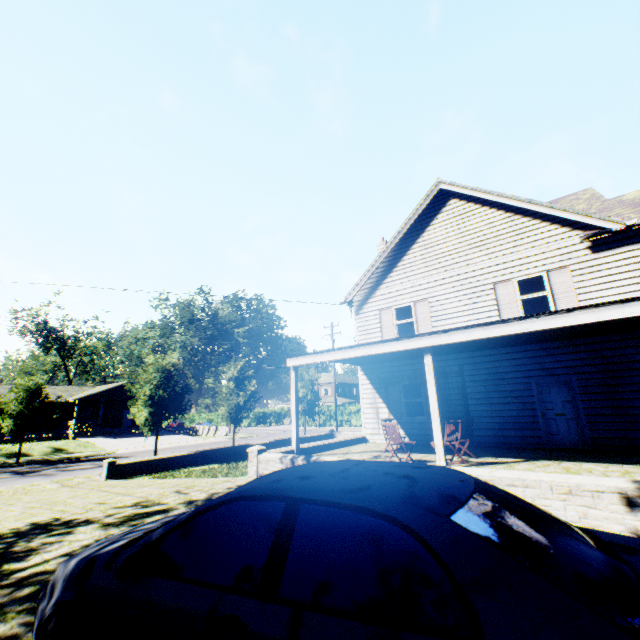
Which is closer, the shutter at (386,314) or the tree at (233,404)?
the shutter at (386,314)

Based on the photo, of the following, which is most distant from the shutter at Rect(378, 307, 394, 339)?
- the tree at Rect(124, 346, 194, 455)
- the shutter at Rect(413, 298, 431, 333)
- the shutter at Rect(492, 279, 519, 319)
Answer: the tree at Rect(124, 346, 194, 455)

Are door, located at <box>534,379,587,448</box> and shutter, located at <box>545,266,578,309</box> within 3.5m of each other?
yes

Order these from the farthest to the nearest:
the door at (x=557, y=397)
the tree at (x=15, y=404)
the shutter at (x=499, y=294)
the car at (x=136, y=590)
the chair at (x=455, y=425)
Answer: the tree at (x=15, y=404) → the shutter at (x=499, y=294) → the door at (x=557, y=397) → the chair at (x=455, y=425) → the car at (x=136, y=590)

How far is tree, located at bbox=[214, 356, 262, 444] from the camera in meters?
24.8 m

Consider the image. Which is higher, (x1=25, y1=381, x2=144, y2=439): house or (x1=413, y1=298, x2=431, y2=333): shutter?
(x1=413, y1=298, x2=431, y2=333): shutter

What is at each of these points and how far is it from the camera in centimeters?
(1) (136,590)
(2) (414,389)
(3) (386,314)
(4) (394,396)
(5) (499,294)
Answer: (1) car, 218cm
(2) curtain, 1415cm
(3) shutter, 1526cm
(4) shutter, 1427cm
(5) shutter, 1242cm

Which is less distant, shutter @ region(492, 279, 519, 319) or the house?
shutter @ region(492, 279, 519, 319)
